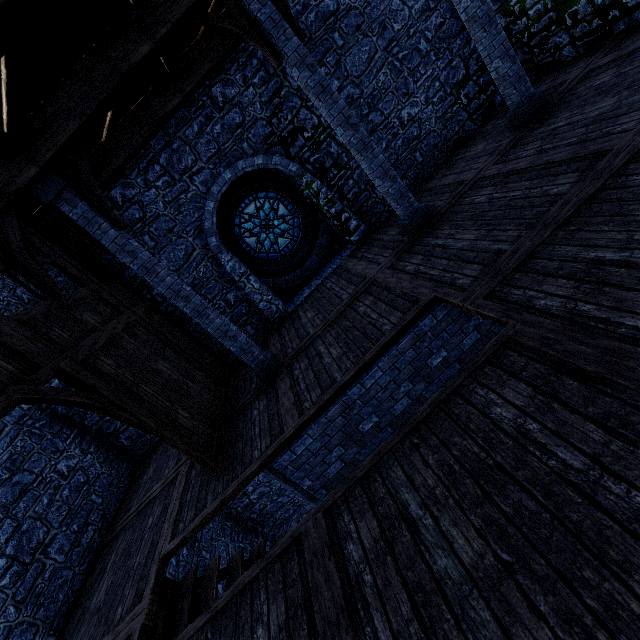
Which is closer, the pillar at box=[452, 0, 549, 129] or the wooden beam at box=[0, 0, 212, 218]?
the wooden beam at box=[0, 0, 212, 218]

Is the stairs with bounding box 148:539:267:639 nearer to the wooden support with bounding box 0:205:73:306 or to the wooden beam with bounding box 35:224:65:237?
the wooden support with bounding box 0:205:73:306

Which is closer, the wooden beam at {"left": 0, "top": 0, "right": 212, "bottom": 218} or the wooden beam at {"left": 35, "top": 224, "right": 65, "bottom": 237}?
the wooden beam at {"left": 0, "top": 0, "right": 212, "bottom": 218}

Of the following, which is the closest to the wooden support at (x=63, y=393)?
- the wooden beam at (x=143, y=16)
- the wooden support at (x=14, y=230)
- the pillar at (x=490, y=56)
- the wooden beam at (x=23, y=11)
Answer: the wooden support at (x=14, y=230)

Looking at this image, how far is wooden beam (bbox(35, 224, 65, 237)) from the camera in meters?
7.2

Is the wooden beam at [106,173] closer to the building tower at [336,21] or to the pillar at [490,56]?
the building tower at [336,21]

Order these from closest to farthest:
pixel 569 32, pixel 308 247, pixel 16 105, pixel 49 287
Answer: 1. pixel 16 105
2. pixel 49 287
3. pixel 569 32
4. pixel 308 247
